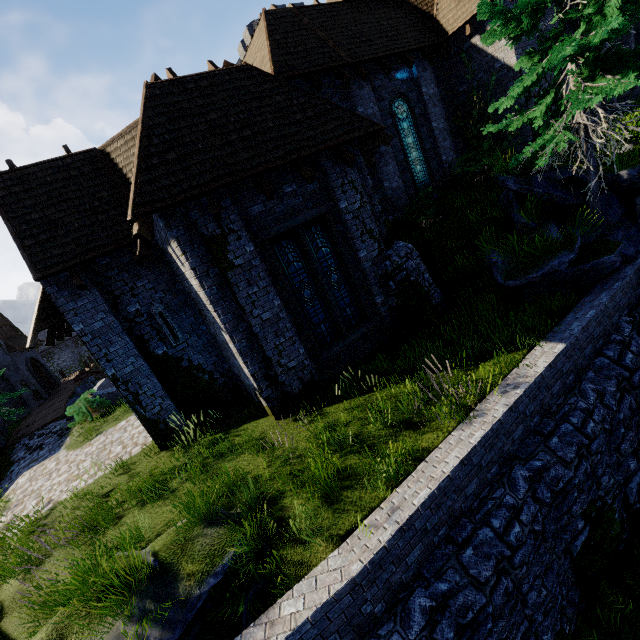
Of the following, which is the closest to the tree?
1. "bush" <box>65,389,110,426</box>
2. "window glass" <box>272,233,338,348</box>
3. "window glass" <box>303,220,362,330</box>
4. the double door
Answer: "window glass" <box>303,220,362,330</box>

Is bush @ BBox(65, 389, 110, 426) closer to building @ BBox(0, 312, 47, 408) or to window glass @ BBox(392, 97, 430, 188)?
building @ BBox(0, 312, 47, 408)

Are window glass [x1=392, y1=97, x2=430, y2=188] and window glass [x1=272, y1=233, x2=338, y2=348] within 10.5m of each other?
yes

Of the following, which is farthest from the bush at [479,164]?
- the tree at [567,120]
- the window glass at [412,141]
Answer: the window glass at [412,141]

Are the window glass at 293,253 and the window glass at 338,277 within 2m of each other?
yes

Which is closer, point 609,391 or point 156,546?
point 156,546

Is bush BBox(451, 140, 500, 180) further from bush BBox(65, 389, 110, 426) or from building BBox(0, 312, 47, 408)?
building BBox(0, 312, 47, 408)

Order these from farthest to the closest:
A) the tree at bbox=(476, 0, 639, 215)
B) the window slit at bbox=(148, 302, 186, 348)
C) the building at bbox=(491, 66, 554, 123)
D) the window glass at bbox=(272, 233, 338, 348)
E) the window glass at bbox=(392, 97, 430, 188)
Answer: the window glass at bbox=(392, 97, 430, 188)
the building at bbox=(491, 66, 554, 123)
the window slit at bbox=(148, 302, 186, 348)
the window glass at bbox=(272, 233, 338, 348)
the tree at bbox=(476, 0, 639, 215)
